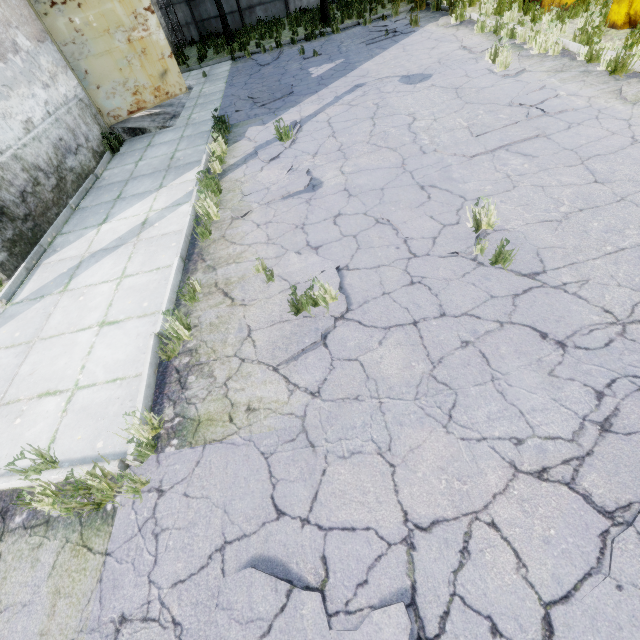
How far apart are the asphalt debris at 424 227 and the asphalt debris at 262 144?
3.42m

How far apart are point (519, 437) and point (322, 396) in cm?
169

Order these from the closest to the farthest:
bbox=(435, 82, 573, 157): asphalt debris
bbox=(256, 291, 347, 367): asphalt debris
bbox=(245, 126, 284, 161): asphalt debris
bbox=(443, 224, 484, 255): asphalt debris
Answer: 1. bbox=(256, 291, 347, 367): asphalt debris
2. bbox=(443, 224, 484, 255): asphalt debris
3. bbox=(435, 82, 573, 157): asphalt debris
4. bbox=(245, 126, 284, 161): asphalt debris

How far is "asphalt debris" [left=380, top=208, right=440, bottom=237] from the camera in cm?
443

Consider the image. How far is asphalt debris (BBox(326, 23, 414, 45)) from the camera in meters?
11.8 m

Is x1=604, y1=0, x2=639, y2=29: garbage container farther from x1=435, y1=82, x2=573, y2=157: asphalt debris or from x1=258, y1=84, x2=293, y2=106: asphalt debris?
x1=258, y1=84, x2=293, y2=106: asphalt debris

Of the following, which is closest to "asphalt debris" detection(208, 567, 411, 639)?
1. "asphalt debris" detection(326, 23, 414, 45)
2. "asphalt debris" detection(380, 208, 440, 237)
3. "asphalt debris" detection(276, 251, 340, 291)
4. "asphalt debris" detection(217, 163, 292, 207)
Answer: "asphalt debris" detection(276, 251, 340, 291)

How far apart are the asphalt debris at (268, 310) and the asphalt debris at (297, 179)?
1.5 meters
